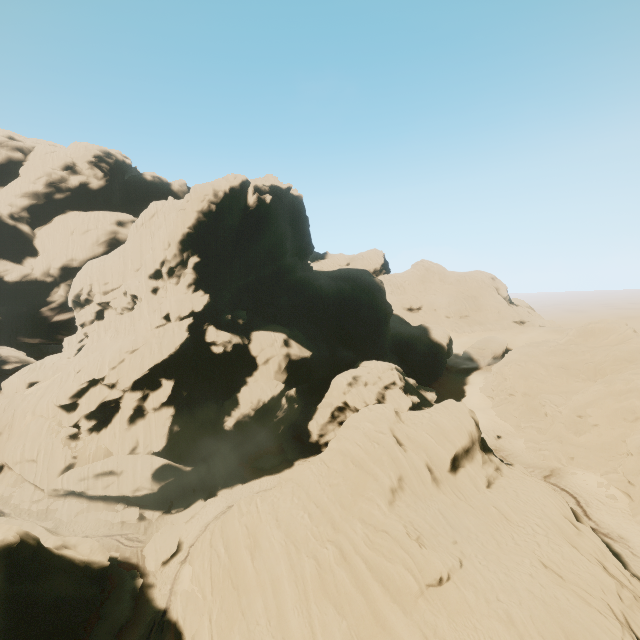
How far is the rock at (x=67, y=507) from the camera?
35.1m

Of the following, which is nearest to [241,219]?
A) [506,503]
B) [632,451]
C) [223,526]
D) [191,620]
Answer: [223,526]

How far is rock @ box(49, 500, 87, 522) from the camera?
35.1 meters

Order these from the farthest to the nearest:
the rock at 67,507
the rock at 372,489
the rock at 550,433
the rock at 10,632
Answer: the rock at 67,507, the rock at 550,433, the rock at 10,632, the rock at 372,489

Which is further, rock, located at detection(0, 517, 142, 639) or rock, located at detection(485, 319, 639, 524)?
rock, located at detection(485, 319, 639, 524)

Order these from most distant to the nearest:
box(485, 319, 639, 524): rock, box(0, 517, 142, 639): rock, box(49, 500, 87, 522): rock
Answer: box(49, 500, 87, 522): rock < box(485, 319, 639, 524): rock < box(0, 517, 142, 639): rock

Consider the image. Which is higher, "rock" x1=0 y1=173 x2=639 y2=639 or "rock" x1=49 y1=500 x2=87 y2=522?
"rock" x1=0 y1=173 x2=639 y2=639
